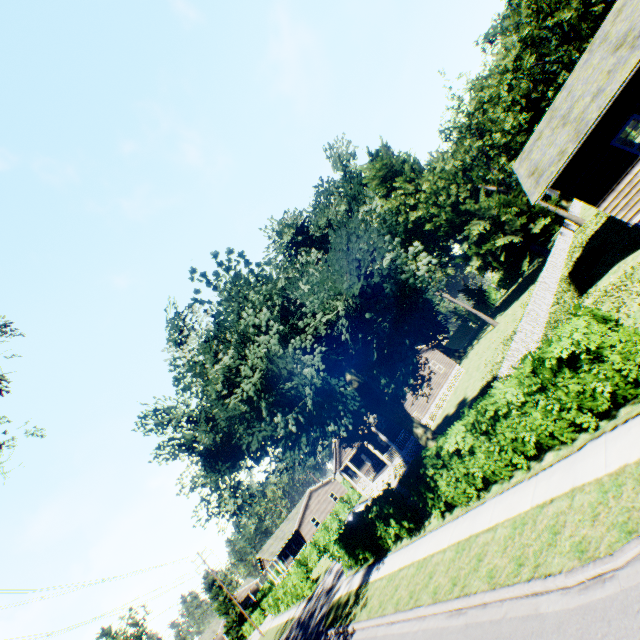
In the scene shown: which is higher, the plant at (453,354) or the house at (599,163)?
the house at (599,163)

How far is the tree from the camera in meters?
9.6

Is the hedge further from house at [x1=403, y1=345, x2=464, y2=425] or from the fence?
house at [x1=403, y1=345, x2=464, y2=425]

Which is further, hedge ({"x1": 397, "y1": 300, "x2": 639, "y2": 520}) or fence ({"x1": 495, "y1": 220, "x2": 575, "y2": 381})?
fence ({"x1": 495, "y1": 220, "x2": 575, "y2": 381})

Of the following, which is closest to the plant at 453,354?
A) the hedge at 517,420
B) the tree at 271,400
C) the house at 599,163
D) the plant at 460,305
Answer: the plant at 460,305

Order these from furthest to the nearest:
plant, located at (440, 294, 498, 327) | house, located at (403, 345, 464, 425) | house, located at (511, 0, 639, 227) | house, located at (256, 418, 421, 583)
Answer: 1. plant, located at (440, 294, 498, 327)
2. house, located at (403, 345, 464, 425)
3. house, located at (256, 418, 421, 583)
4. house, located at (511, 0, 639, 227)

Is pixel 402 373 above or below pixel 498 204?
below

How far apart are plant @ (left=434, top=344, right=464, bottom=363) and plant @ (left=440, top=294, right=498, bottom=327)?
12.25m
